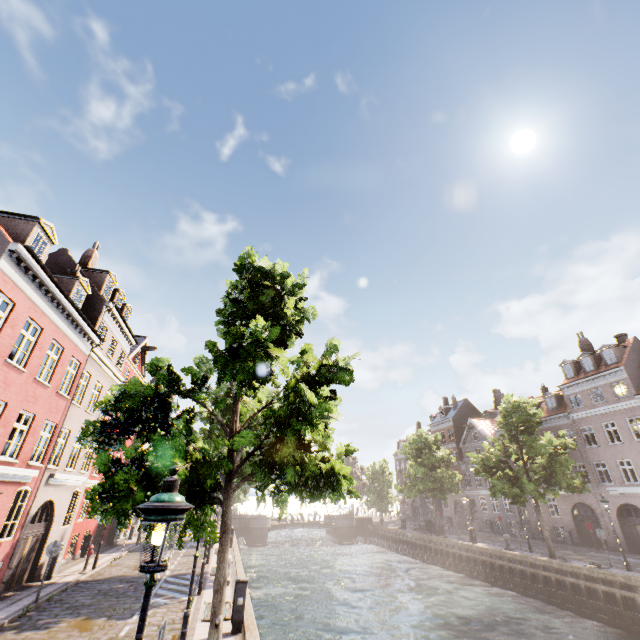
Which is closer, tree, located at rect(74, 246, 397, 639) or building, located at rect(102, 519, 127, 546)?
tree, located at rect(74, 246, 397, 639)

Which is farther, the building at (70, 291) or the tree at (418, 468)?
the tree at (418, 468)

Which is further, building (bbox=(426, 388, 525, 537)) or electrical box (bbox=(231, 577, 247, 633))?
building (bbox=(426, 388, 525, 537))

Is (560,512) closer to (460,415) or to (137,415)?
(460,415)

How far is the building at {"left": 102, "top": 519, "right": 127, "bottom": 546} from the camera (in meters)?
25.59

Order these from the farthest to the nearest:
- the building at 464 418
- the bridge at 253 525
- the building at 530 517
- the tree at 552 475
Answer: the bridge at 253 525
the building at 464 418
the building at 530 517
the tree at 552 475
